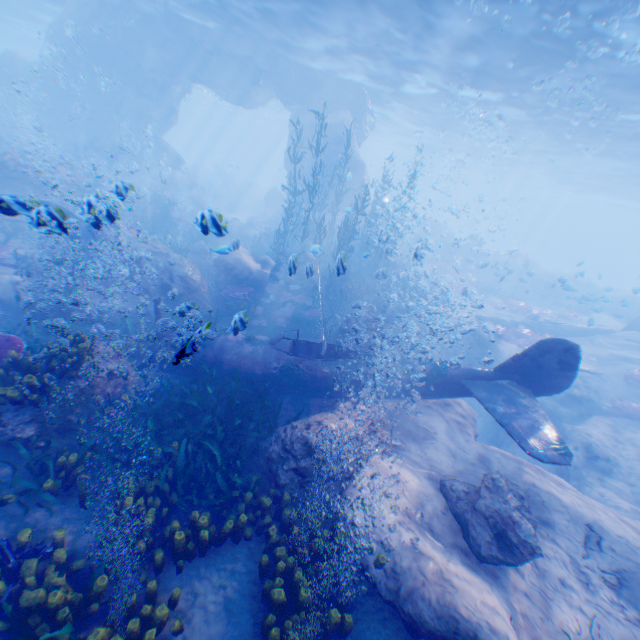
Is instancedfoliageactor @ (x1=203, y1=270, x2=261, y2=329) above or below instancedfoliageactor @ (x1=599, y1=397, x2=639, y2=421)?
above

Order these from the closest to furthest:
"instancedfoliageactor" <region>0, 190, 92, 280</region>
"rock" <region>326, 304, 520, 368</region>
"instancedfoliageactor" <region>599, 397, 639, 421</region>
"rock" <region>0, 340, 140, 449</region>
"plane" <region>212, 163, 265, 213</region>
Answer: "instancedfoliageactor" <region>0, 190, 92, 280</region>
"rock" <region>0, 340, 140, 449</region>
"rock" <region>326, 304, 520, 368</region>
"instancedfoliageactor" <region>599, 397, 639, 421</region>
"plane" <region>212, 163, 265, 213</region>

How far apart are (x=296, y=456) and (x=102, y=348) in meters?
5.1 m

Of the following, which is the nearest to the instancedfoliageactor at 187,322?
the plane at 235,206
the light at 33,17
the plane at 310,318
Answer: the plane at 310,318

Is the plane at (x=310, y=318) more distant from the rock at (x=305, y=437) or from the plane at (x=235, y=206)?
the plane at (x=235, y=206)

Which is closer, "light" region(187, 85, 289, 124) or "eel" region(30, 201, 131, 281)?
"eel" region(30, 201, 131, 281)

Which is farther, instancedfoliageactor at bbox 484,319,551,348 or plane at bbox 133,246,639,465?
instancedfoliageactor at bbox 484,319,551,348

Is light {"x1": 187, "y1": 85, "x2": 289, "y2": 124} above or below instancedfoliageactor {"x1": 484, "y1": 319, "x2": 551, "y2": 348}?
above
